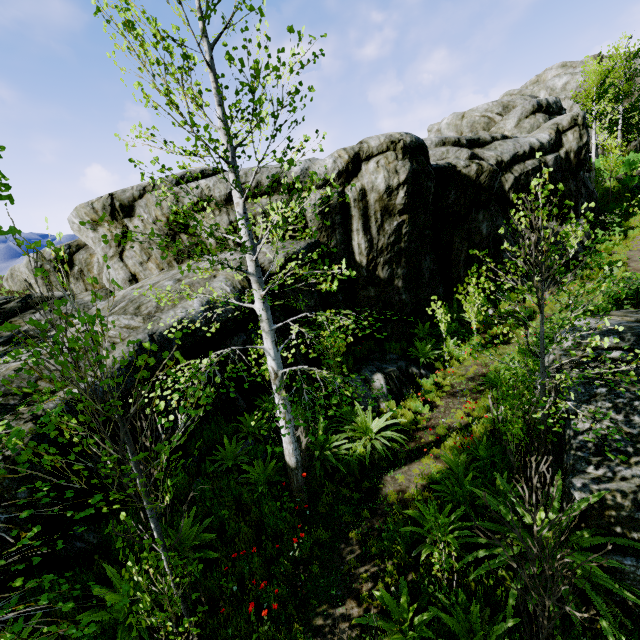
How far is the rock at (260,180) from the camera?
10.1 meters

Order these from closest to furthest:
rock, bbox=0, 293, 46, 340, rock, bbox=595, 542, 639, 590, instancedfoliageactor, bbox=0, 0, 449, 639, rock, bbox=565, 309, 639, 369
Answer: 1. instancedfoliageactor, bbox=0, 0, 449, 639
2. rock, bbox=595, 542, 639, 590
3. rock, bbox=565, 309, 639, 369
4. rock, bbox=0, 293, 46, 340

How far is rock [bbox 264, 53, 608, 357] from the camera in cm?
1053

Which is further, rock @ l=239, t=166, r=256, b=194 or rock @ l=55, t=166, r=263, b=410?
rock @ l=239, t=166, r=256, b=194

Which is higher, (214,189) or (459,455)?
(214,189)

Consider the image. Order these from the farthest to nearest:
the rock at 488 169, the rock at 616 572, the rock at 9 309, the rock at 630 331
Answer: the rock at 488 169, the rock at 9 309, the rock at 630 331, the rock at 616 572
